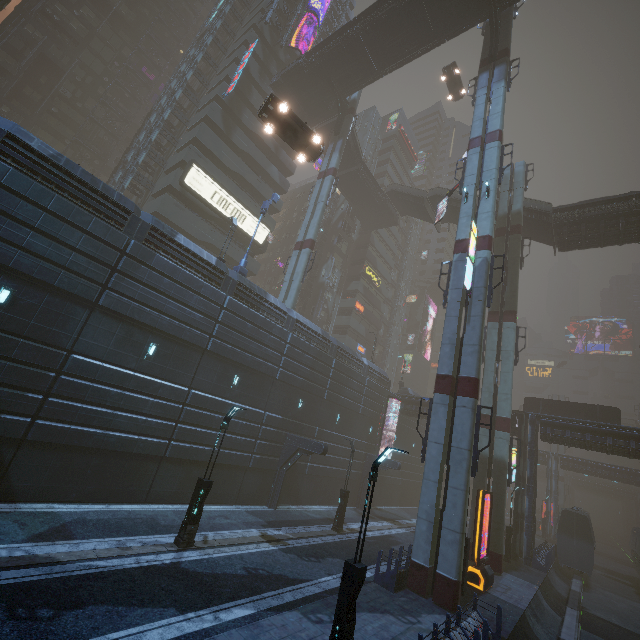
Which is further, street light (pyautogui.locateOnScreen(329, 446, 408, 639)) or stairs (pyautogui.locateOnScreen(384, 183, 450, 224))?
stairs (pyautogui.locateOnScreen(384, 183, 450, 224))

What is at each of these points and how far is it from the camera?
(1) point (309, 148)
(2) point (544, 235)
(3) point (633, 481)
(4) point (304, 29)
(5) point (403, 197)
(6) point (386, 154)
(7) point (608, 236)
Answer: (1) car, 20.6 meters
(2) stairs, 32.8 meters
(3) building, 44.6 meters
(4) building, 44.5 meters
(5) stairs, 43.2 meters
(6) building, 58.8 meters
(7) building, 28.5 meters

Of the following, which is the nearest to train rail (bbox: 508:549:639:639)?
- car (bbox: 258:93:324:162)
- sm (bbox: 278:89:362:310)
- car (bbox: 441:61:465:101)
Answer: sm (bbox: 278:89:362:310)

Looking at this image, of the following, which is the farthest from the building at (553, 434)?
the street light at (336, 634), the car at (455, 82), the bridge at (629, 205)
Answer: the car at (455, 82)

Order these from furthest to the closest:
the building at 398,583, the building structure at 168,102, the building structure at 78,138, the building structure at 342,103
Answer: the building structure at 78,138 < the building structure at 342,103 < the building structure at 168,102 < the building at 398,583

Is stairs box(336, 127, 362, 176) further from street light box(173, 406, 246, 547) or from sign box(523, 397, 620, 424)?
street light box(173, 406, 246, 547)

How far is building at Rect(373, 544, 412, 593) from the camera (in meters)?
14.06

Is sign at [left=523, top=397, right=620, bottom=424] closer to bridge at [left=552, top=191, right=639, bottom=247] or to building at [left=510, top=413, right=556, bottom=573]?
building at [left=510, top=413, right=556, bottom=573]
